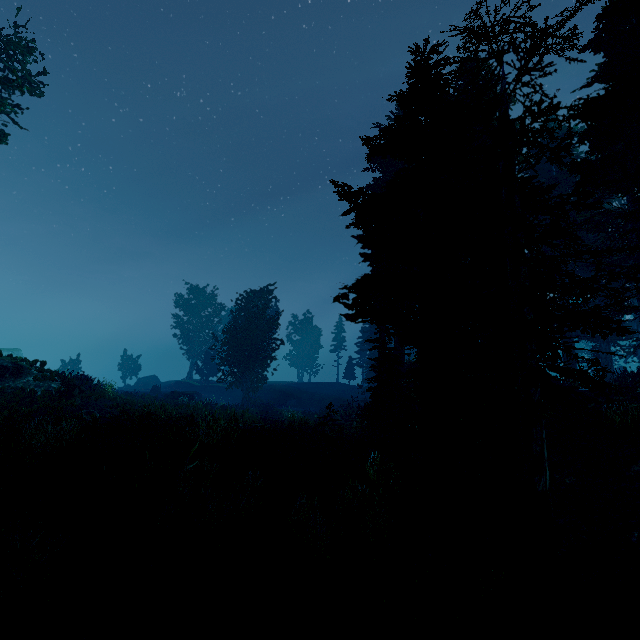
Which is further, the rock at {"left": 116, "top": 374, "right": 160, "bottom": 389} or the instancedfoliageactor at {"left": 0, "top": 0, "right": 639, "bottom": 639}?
the rock at {"left": 116, "top": 374, "right": 160, "bottom": 389}

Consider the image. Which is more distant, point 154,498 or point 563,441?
point 563,441

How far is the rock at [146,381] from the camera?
48.25m

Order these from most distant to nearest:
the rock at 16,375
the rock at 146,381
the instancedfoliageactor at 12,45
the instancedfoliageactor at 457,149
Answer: the rock at 146,381 < the rock at 16,375 < the instancedfoliageactor at 12,45 < the instancedfoliageactor at 457,149

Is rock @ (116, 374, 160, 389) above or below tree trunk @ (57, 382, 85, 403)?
below

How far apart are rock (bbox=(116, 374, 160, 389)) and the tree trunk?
32.24m

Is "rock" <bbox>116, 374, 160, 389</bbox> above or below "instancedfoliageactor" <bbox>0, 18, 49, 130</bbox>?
below

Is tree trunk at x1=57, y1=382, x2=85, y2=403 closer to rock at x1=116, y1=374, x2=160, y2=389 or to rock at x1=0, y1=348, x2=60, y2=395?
rock at x1=0, y1=348, x2=60, y2=395
